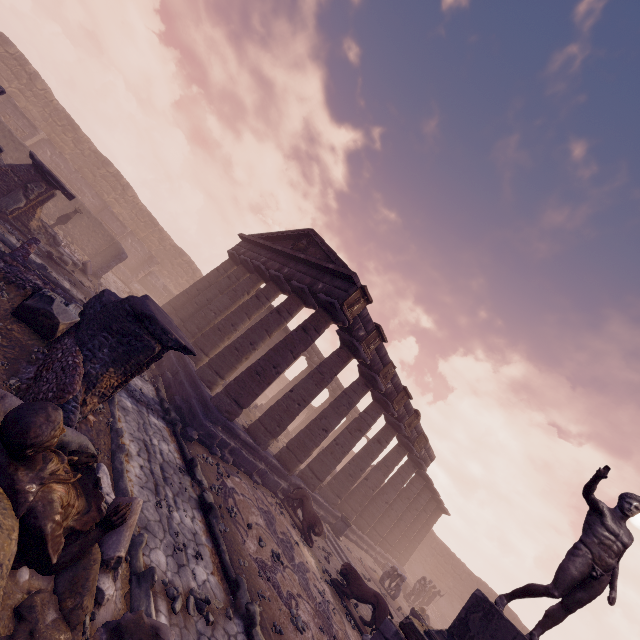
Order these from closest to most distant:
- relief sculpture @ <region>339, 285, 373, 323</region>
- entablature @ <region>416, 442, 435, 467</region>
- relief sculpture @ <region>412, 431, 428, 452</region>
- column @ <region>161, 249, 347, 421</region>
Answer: column @ <region>161, 249, 347, 421</region>
relief sculpture @ <region>339, 285, 373, 323</region>
relief sculpture @ <region>412, 431, 428, 452</region>
entablature @ <region>416, 442, 435, 467</region>

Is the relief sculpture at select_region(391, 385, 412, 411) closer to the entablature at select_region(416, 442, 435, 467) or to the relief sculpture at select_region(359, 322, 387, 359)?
the entablature at select_region(416, 442, 435, 467)

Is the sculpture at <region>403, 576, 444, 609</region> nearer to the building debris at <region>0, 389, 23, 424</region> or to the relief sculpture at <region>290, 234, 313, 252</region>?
the relief sculpture at <region>290, 234, 313, 252</region>

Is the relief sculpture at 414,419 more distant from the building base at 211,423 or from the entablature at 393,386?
the building base at 211,423

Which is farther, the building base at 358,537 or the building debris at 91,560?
the building base at 358,537

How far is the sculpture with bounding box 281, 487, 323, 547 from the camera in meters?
11.4

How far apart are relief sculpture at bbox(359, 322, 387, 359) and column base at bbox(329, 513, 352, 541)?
8.06m

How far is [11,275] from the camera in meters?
6.2 m
